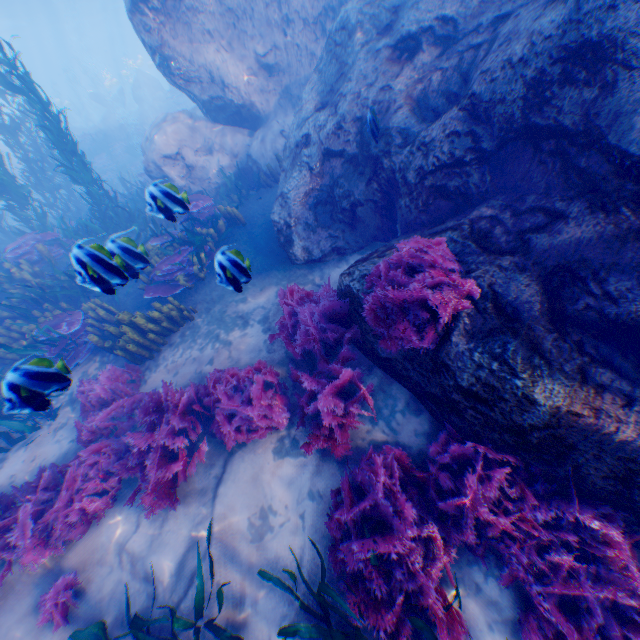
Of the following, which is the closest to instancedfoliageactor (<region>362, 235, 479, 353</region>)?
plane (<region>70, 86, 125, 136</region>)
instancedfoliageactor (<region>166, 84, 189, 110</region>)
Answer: plane (<region>70, 86, 125, 136</region>)

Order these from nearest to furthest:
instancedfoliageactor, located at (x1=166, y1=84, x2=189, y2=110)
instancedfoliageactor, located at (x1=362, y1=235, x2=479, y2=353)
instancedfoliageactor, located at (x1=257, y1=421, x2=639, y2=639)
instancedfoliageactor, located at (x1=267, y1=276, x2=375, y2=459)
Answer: instancedfoliageactor, located at (x1=257, y1=421, x2=639, y2=639) → instancedfoliageactor, located at (x1=362, y1=235, x2=479, y2=353) → instancedfoliageactor, located at (x1=267, y1=276, x2=375, y2=459) → instancedfoliageactor, located at (x1=166, y1=84, x2=189, y2=110)

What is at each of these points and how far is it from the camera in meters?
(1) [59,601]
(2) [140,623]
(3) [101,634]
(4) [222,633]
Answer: (1) instancedfoliageactor, 3.8 m
(2) instancedfoliageactor, 3.2 m
(3) instancedfoliageactor, 3.1 m
(4) instancedfoliageactor, 3.2 m

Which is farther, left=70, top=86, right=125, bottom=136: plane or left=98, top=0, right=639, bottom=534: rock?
left=70, top=86, right=125, bottom=136: plane

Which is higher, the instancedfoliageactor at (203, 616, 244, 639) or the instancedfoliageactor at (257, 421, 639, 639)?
the instancedfoliageactor at (257, 421, 639, 639)

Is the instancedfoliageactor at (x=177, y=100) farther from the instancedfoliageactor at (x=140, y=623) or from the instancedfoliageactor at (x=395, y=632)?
the instancedfoliageactor at (x=140, y=623)

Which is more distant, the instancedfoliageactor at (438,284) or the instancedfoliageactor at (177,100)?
the instancedfoliageactor at (177,100)

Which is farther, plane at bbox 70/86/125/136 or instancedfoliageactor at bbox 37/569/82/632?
plane at bbox 70/86/125/136
